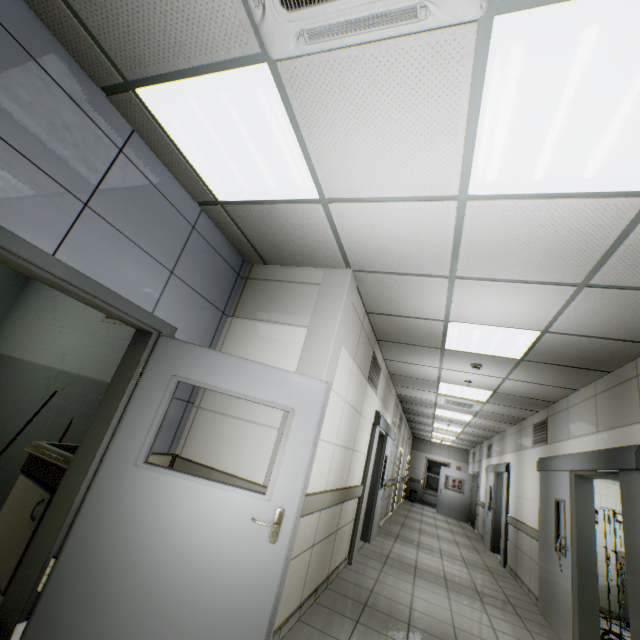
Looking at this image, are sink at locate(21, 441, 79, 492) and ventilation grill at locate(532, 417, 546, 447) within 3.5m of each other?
no

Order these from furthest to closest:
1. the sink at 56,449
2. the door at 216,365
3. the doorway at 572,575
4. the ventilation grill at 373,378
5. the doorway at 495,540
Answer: the doorway at 495,540, the ventilation grill at 373,378, the doorway at 572,575, the sink at 56,449, the door at 216,365

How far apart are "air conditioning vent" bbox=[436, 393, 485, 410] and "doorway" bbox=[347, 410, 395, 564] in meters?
1.3

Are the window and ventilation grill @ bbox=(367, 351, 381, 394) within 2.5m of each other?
no

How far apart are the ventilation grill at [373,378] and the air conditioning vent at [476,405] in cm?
232

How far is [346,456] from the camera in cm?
419

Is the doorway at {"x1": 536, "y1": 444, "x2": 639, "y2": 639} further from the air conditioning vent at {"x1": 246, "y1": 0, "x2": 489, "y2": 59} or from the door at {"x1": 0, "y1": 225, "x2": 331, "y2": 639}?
the air conditioning vent at {"x1": 246, "y1": 0, "x2": 489, "y2": 59}

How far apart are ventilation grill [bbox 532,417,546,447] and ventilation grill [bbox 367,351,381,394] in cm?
337
